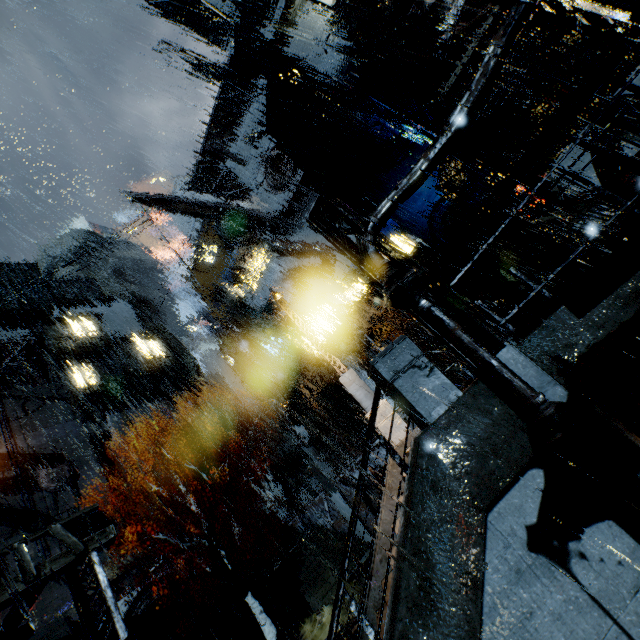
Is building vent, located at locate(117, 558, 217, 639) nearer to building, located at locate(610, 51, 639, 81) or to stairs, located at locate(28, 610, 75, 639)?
stairs, located at locate(28, 610, 75, 639)

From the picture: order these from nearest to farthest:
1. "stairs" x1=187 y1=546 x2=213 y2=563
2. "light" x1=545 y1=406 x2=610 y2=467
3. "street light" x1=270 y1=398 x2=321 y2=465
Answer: "light" x1=545 y1=406 x2=610 y2=467 → "street light" x1=270 y1=398 x2=321 y2=465 → "stairs" x1=187 y1=546 x2=213 y2=563

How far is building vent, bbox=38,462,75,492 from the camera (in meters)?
31.33

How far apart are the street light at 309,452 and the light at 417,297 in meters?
20.0

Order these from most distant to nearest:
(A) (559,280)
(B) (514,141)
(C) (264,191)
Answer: (C) (264,191) < (B) (514,141) < (A) (559,280)

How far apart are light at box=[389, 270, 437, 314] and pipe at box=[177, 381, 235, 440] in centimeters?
4149cm

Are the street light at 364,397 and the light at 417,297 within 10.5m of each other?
yes

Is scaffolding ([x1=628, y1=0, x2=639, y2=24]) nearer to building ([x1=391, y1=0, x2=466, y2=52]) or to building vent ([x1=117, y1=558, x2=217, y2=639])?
building ([x1=391, y1=0, x2=466, y2=52])
